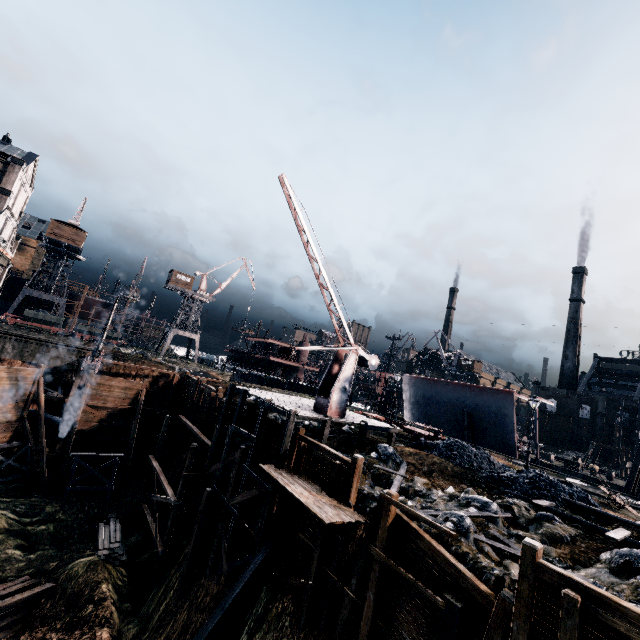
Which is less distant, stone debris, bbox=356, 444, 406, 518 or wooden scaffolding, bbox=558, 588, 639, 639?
wooden scaffolding, bbox=558, 588, 639, 639

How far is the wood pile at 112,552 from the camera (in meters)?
21.36

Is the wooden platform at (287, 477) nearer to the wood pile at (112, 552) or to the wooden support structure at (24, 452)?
the wood pile at (112, 552)

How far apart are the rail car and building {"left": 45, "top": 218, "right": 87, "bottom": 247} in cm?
1283

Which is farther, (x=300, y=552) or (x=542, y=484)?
(x=542, y=484)

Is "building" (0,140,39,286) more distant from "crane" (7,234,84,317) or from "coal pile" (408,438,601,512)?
"coal pile" (408,438,601,512)

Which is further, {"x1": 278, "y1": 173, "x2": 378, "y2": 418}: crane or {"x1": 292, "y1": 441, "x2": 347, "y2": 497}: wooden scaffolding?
{"x1": 278, "y1": 173, "x2": 378, "y2": 418}: crane

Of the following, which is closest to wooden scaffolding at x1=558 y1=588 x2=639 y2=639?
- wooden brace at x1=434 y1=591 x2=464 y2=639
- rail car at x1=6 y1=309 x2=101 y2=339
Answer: wooden brace at x1=434 y1=591 x2=464 y2=639
